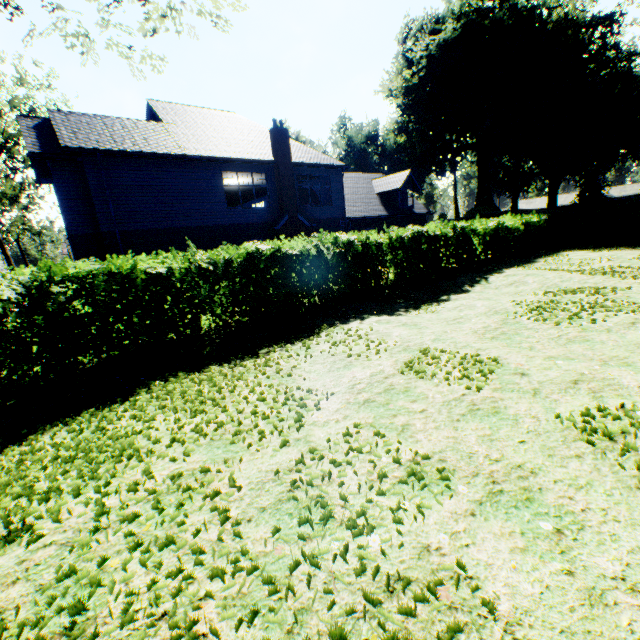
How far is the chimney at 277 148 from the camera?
18.8 meters

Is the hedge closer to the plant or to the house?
the plant

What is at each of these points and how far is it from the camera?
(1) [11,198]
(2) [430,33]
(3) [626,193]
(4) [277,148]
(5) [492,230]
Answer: (1) tree, 28.2m
(2) plant, 40.2m
(3) house, 55.1m
(4) chimney, 18.8m
(5) hedge, 17.0m

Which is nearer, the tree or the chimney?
the chimney

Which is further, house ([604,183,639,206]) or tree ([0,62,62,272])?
house ([604,183,639,206])

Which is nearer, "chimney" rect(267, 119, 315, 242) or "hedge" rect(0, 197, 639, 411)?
"hedge" rect(0, 197, 639, 411)

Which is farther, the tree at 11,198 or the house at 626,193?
the house at 626,193

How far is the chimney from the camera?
18.84m
